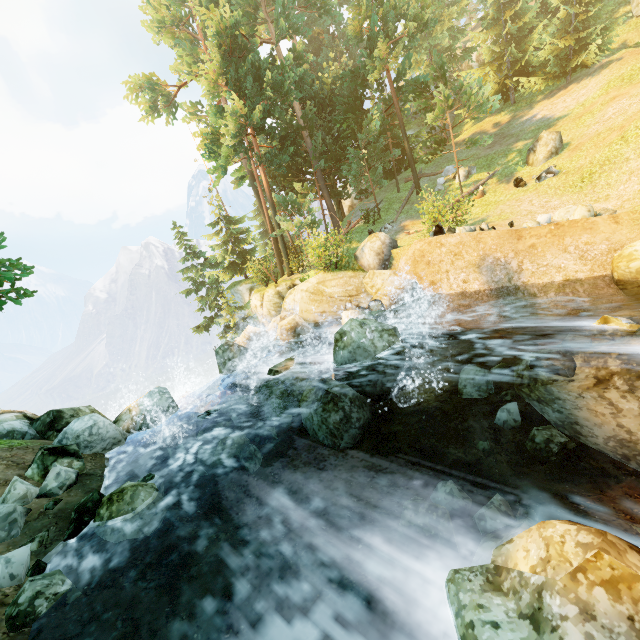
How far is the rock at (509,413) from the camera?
7.0 meters

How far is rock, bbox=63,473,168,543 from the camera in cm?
558

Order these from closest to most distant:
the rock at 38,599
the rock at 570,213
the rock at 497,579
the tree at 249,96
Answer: the rock at 497,579 < the rock at 38,599 < the rock at 570,213 < the tree at 249,96

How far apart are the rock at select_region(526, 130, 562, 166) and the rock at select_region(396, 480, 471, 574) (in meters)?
20.02

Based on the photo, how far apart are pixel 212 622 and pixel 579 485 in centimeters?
Answer: 636cm

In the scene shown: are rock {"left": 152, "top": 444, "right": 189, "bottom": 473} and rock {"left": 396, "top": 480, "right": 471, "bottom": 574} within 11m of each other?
yes

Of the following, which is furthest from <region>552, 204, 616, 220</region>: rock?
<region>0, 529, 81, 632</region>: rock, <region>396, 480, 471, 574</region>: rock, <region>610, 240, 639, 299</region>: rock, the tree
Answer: <region>0, 529, 81, 632</region>: rock

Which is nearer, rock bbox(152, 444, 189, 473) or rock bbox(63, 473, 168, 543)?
rock bbox(63, 473, 168, 543)
